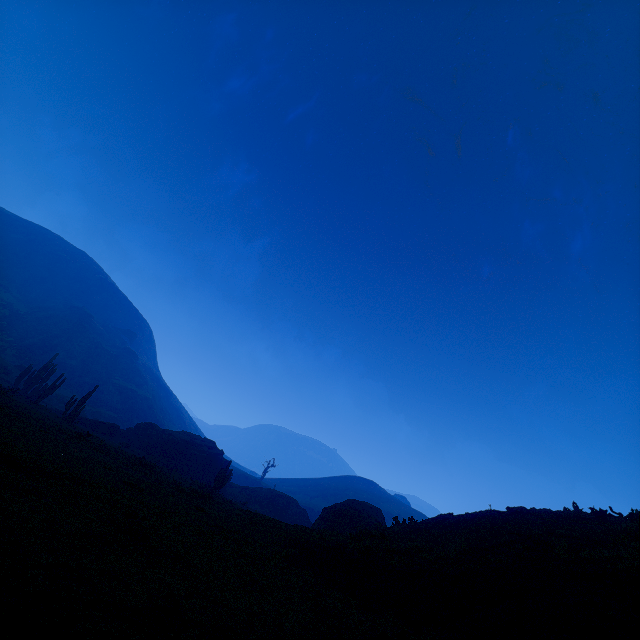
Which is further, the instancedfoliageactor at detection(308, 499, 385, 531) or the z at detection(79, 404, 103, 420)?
the z at detection(79, 404, 103, 420)

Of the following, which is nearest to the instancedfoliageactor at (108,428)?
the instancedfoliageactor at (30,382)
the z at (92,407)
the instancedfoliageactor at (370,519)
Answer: the instancedfoliageactor at (30,382)

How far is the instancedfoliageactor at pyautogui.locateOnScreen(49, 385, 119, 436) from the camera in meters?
29.3 m

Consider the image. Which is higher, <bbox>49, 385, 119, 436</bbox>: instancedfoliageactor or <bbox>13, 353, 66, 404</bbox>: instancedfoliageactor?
<bbox>13, 353, 66, 404</bbox>: instancedfoliageactor

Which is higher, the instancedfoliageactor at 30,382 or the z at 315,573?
the instancedfoliageactor at 30,382

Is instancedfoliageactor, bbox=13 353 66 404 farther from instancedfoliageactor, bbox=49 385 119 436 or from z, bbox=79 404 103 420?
z, bbox=79 404 103 420

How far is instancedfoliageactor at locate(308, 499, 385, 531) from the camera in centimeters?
2270cm

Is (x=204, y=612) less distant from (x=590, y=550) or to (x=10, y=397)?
(x=590, y=550)
